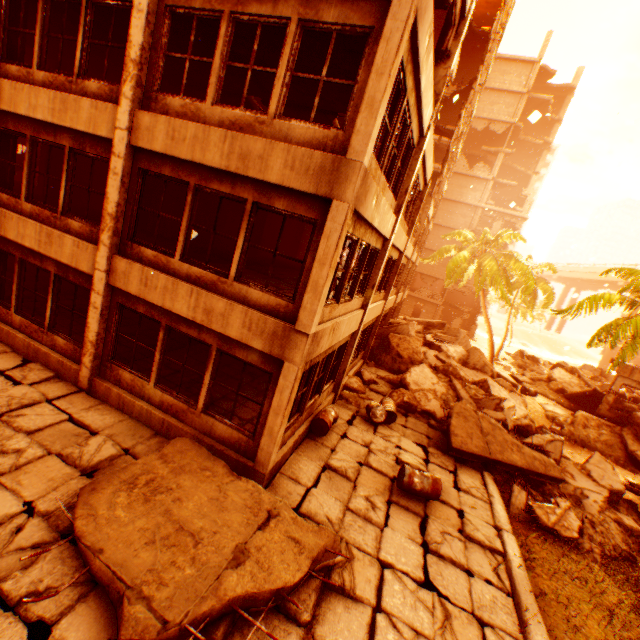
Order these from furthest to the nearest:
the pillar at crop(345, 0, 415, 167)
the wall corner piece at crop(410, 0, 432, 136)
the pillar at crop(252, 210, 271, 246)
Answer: the pillar at crop(252, 210, 271, 246), the wall corner piece at crop(410, 0, 432, 136), the pillar at crop(345, 0, 415, 167)

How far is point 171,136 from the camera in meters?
6.3

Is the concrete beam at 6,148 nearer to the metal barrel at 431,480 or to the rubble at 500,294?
the metal barrel at 431,480

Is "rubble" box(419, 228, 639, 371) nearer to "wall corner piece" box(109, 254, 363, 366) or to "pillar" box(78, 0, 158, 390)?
"pillar" box(78, 0, 158, 390)

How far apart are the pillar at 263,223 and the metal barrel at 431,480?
12.75m

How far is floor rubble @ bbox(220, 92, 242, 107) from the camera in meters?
11.3

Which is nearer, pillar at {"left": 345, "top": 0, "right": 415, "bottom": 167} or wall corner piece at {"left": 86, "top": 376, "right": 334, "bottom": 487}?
pillar at {"left": 345, "top": 0, "right": 415, "bottom": 167}
